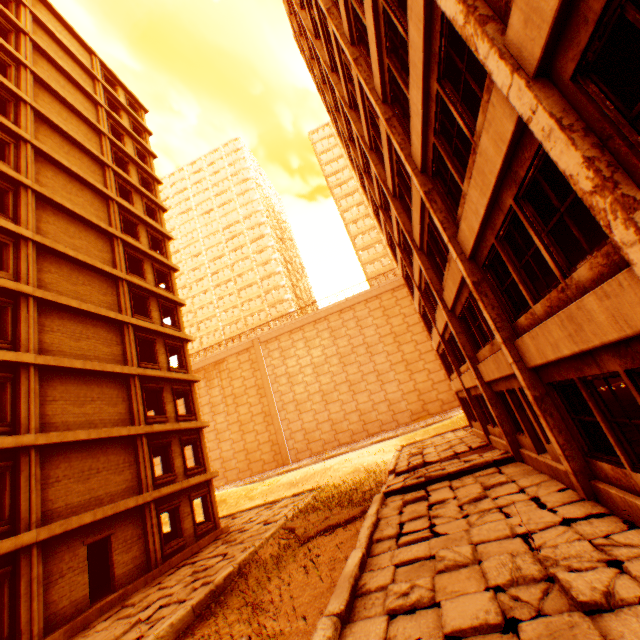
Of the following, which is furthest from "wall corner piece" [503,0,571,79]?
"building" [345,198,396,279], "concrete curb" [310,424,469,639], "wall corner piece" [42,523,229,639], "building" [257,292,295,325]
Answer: "building" [345,198,396,279]

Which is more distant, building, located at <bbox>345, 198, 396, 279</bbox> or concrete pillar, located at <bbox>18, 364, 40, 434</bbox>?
building, located at <bbox>345, 198, 396, 279</bbox>

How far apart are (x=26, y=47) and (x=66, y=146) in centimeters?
612cm

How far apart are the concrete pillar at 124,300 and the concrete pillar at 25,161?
5.7 meters

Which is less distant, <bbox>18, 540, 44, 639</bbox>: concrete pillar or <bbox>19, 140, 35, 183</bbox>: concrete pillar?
<bbox>18, 540, 44, 639</bbox>: concrete pillar

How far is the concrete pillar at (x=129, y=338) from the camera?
17.2m

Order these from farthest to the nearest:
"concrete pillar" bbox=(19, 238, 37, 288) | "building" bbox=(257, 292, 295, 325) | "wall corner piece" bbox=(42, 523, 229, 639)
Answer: "building" bbox=(257, 292, 295, 325)
"concrete pillar" bbox=(19, 238, 37, 288)
"wall corner piece" bbox=(42, 523, 229, 639)

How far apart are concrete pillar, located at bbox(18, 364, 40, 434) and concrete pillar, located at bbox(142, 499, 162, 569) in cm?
571
